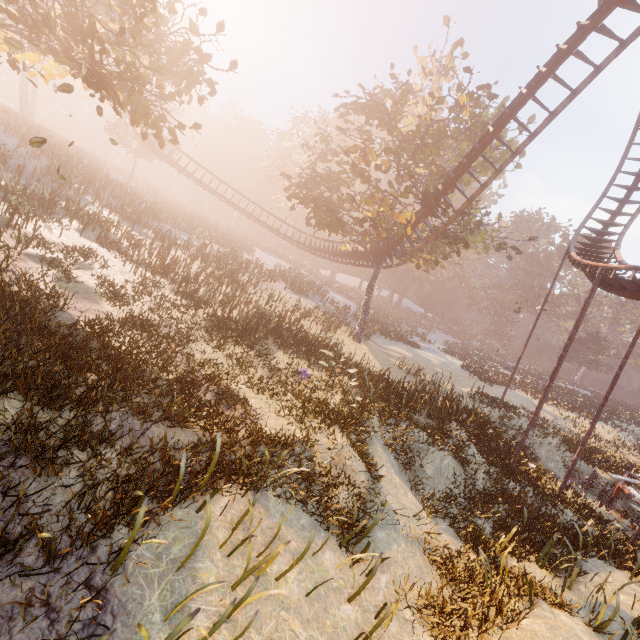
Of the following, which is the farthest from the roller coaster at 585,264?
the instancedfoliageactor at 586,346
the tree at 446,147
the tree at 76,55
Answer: the instancedfoliageactor at 586,346

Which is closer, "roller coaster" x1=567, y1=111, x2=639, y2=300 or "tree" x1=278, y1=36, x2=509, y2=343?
"roller coaster" x1=567, y1=111, x2=639, y2=300

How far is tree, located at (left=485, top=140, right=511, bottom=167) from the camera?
20.00m

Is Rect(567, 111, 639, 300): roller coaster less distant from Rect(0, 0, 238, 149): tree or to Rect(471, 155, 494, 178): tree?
Rect(471, 155, 494, 178): tree

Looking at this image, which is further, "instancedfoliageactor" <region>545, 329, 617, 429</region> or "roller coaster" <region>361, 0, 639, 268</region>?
"instancedfoliageactor" <region>545, 329, 617, 429</region>

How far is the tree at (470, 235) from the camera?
19.16m

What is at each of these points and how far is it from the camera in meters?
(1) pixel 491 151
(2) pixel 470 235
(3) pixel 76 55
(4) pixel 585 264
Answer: (1) tree, 20.6 m
(2) tree, 19.4 m
(3) tree, 9.8 m
(4) roller coaster, 16.8 m
